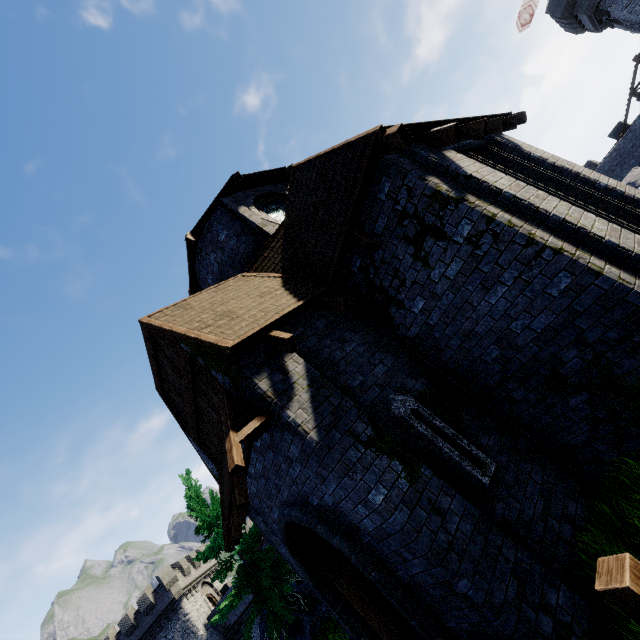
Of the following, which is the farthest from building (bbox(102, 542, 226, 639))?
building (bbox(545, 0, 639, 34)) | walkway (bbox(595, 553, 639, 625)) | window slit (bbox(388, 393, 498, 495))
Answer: building (bbox(545, 0, 639, 34))

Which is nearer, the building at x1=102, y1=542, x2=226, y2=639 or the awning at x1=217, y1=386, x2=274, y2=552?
the awning at x1=217, y1=386, x2=274, y2=552

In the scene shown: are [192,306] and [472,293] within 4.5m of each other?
no

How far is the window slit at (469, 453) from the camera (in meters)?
4.96

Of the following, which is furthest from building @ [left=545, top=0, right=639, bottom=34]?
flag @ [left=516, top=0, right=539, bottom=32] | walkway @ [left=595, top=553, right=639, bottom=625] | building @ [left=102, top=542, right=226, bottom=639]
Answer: building @ [left=102, top=542, right=226, bottom=639]

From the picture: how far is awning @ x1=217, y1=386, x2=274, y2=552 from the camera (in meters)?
4.52

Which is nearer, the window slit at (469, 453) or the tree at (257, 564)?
the window slit at (469, 453)

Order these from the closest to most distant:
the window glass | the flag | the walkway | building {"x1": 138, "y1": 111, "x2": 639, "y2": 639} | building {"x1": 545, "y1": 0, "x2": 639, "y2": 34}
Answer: the walkway < building {"x1": 138, "y1": 111, "x2": 639, "y2": 639} < the window glass < building {"x1": 545, "y1": 0, "x2": 639, "y2": 34} < the flag
